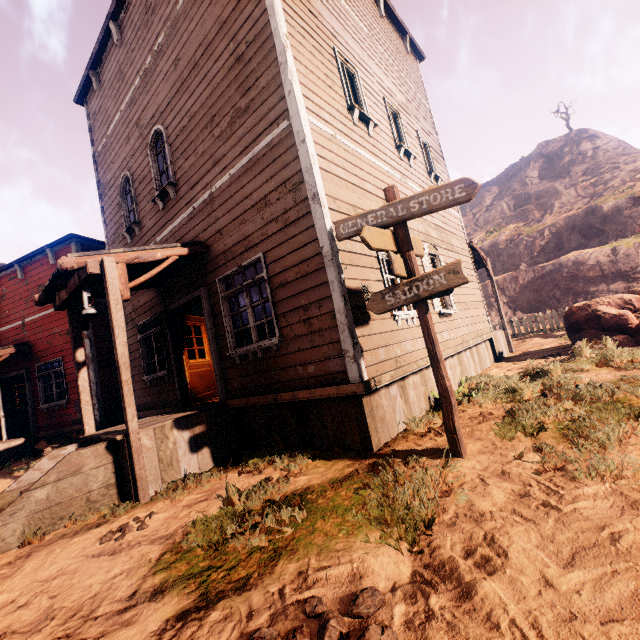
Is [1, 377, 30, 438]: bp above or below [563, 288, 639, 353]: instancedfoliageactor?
above

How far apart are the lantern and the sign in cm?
396

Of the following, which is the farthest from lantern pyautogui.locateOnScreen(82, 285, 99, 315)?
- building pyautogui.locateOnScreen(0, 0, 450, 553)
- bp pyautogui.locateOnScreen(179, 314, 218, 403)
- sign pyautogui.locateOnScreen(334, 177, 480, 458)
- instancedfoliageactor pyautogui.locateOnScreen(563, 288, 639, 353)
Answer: instancedfoliageactor pyautogui.locateOnScreen(563, 288, 639, 353)

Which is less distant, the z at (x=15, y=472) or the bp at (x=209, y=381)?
the z at (x=15, y=472)

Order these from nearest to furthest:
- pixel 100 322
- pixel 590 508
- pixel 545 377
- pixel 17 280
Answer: pixel 590 508 < pixel 545 377 < pixel 100 322 < pixel 17 280

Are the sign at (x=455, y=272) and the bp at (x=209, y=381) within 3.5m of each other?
no

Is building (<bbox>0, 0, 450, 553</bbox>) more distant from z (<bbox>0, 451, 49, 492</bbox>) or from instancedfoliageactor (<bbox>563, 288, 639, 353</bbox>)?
instancedfoliageactor (<bbox>563, 288, 639, 353</bbox>)

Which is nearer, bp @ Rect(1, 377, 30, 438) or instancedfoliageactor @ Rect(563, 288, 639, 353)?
instancedfoliageactor @ Rect(563, 288, 639, 353)
